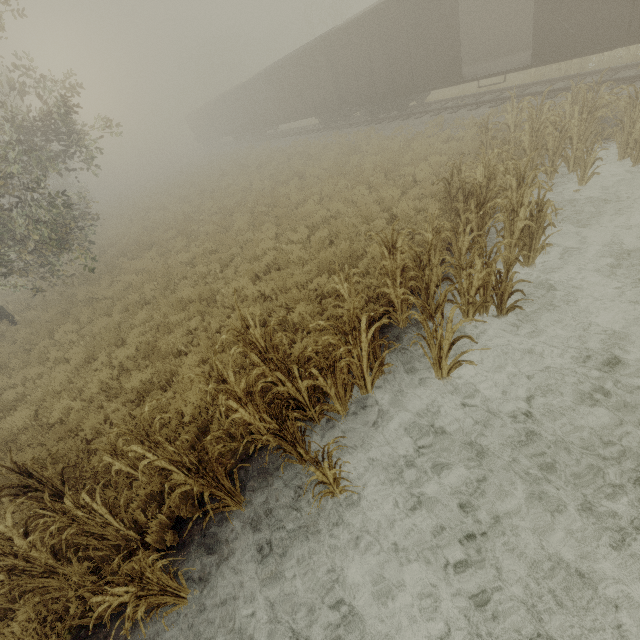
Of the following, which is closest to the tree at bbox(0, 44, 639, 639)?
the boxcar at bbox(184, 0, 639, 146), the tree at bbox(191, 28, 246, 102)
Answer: the boxcar at bbox(184, 0, 639, 146)

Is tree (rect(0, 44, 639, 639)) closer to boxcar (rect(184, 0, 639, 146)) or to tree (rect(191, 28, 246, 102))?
boxcar (rect(184, 0, 639, 146))

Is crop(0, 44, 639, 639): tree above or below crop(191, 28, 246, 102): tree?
below

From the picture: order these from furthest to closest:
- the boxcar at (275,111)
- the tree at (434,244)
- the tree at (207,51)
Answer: the tree at (207,51), the boxcar at (275,111), the tree at (434,244)

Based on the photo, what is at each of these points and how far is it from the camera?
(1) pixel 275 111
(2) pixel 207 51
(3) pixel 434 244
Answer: (1) boxcar, 26.0 meters
(2) tree, 52.1 meters
(3) tree, 6.7 meters

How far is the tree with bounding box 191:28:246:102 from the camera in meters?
50.9

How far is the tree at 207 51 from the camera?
50.9 meters
